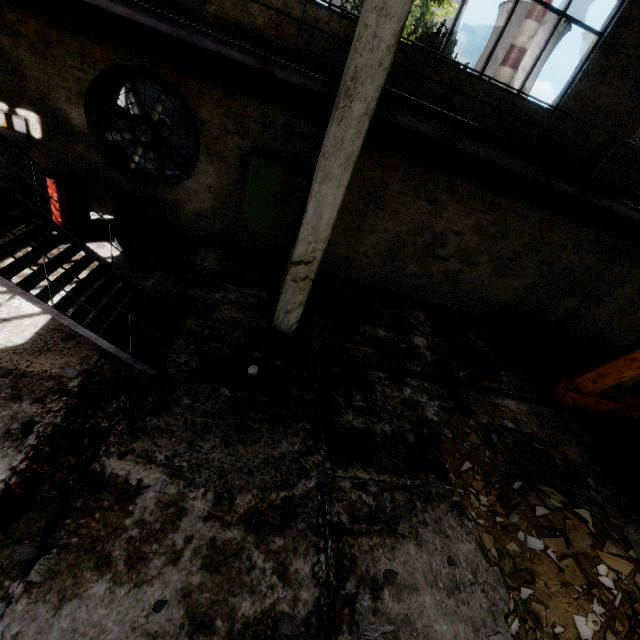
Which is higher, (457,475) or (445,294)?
(445,294)

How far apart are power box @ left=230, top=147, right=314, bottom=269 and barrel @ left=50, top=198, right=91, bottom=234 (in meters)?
2.87

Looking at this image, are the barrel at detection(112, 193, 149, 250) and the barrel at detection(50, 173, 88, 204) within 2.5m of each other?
yes

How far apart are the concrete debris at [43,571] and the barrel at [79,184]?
5.8m

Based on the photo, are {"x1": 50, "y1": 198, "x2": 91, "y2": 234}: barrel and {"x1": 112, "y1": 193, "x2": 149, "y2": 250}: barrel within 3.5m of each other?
yes

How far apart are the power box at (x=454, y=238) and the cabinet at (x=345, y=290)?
2.7 meters

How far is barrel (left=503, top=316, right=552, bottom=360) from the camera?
7.9 meters

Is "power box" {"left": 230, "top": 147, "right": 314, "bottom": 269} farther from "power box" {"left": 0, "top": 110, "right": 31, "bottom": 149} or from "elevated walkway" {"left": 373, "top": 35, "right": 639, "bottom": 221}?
"power box" {"left": 0, "top": 110, "right": 31, "bottom": 149}
